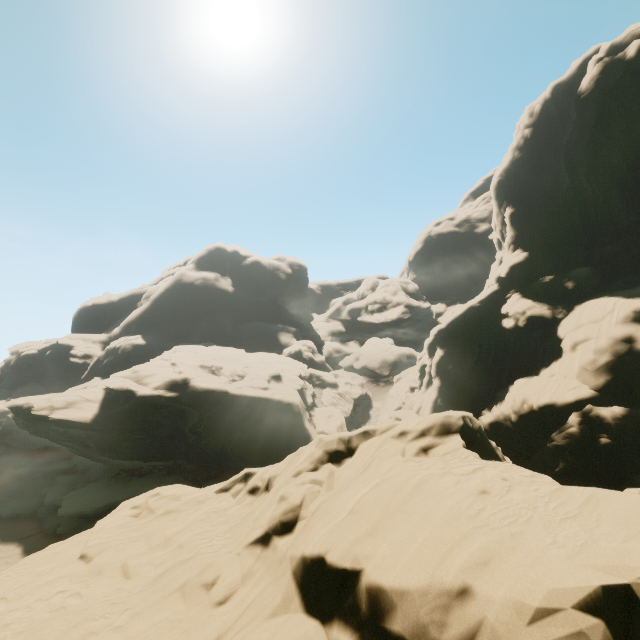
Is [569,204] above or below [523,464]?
above
